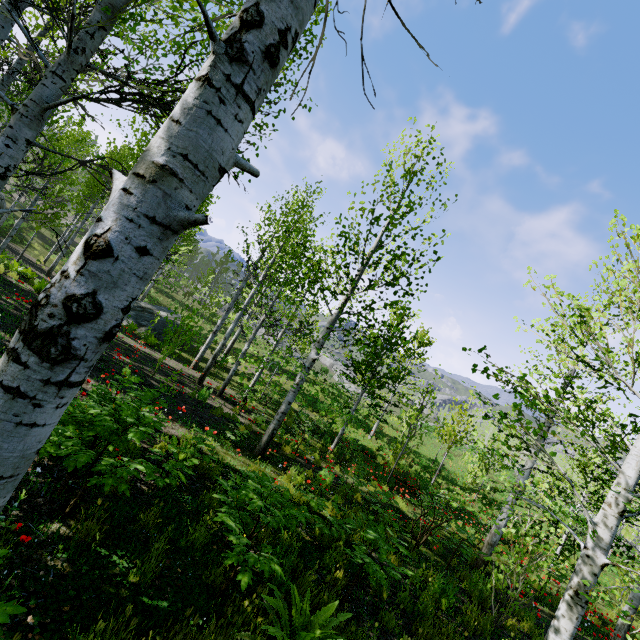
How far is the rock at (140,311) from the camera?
18.44m

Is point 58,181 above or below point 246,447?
above

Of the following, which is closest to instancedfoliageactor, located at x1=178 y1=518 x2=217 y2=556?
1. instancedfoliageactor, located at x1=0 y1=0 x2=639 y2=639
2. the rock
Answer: instancedfoliageactor, located at x1=0 y1=0 x2=639 y2=639

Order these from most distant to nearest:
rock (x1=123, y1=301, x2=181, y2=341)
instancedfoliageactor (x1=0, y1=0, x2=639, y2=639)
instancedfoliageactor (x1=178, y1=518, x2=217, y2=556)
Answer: rock (x1=123, y1=301, x2=181, y2=341) → instancedfoliageactor (x1=178, y1=518, x2=217, y2=556) → instancedfoliageactor (x1=0, y1=0, x2=639, y2=639)

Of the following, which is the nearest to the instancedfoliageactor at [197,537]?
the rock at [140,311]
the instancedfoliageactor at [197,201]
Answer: the instancedfoliageactor at [197,201]

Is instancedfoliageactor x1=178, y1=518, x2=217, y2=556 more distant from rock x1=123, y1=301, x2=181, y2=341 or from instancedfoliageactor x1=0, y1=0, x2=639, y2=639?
rock x1=123, y1=301, x2=181, y2=341
